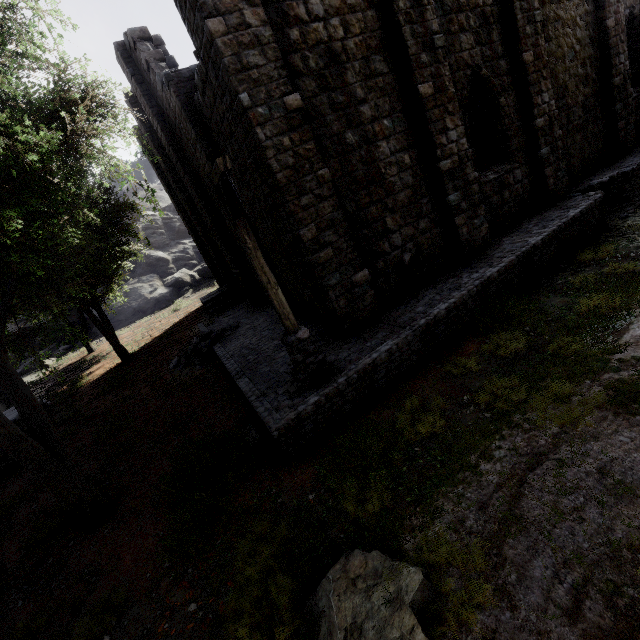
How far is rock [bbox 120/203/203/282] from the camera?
33.16m

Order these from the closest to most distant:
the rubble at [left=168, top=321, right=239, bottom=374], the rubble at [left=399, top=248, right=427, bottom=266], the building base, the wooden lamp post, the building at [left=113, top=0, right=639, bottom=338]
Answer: the wooden lamp post
the building base
the building at [left=113, top=0, right=639, bottom=338]
the rubble at [left=399, top=248, right=427, bottom=266]
the rubble at [left=168, top=321, right=239, bottom=374]

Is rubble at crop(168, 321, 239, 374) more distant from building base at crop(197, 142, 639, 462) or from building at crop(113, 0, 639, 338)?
building at crop(113, 0, 639, 338)

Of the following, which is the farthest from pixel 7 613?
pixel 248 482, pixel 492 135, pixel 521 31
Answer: pixel 521 31

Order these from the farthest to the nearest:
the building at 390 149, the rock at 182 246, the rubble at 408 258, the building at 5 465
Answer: the rock at 182 246
the building at 5 465
the rubble at 408 258
the building at 390 149

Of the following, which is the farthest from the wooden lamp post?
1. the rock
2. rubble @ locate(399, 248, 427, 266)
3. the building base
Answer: the rock

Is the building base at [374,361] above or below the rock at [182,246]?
below

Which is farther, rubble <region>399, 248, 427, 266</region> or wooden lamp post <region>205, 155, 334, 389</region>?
rubble <region>399, 248, 427, 266</region>
